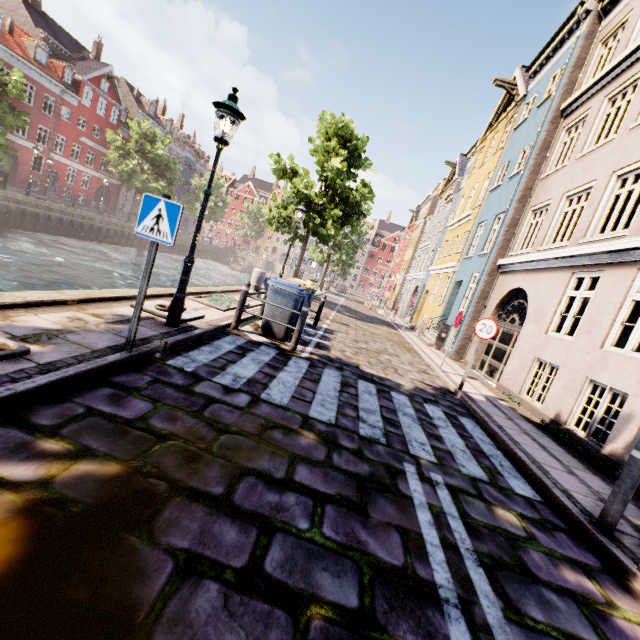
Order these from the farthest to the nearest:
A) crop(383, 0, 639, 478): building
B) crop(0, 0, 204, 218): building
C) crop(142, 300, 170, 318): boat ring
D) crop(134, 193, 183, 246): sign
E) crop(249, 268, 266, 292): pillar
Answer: crop(0, 0, 204, 218): building → crop(249, 268, 266, 292): pillar → crop(383, 0, 639, 478): building → crop(142, 300, 170, 318): boat ring → crop(134, 193, 183, 246): sign

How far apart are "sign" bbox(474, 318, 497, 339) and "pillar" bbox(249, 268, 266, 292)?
7.3 meters

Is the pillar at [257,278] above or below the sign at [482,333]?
below

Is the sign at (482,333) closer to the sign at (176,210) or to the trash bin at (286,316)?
the trash bin at (286,316)

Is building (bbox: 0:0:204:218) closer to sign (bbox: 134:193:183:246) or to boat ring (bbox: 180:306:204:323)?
boat ring (bbox: 180:306:204:323)

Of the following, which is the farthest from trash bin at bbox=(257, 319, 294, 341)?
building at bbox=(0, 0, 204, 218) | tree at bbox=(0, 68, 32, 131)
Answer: building at bbox=(0, 0, 204, 218)

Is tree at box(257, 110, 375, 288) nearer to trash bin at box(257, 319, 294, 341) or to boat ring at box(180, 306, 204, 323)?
boat ring at box(180, 306, 204, 323)

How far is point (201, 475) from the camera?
2.6 meters
